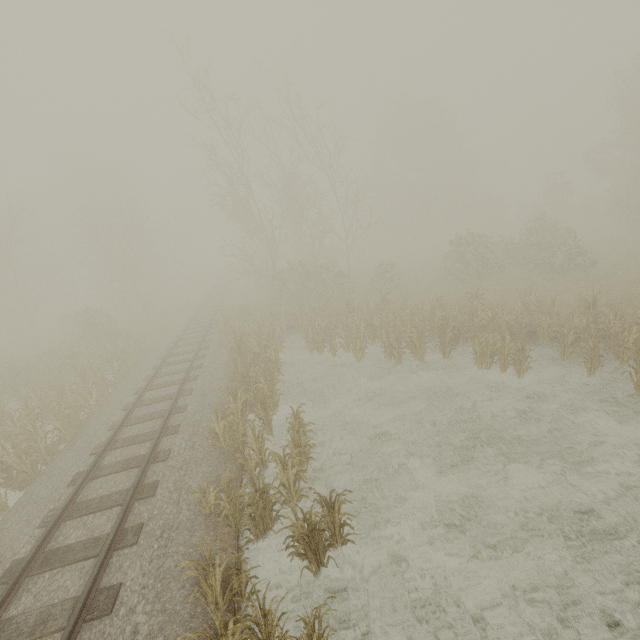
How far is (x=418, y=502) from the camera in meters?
7.3 m
